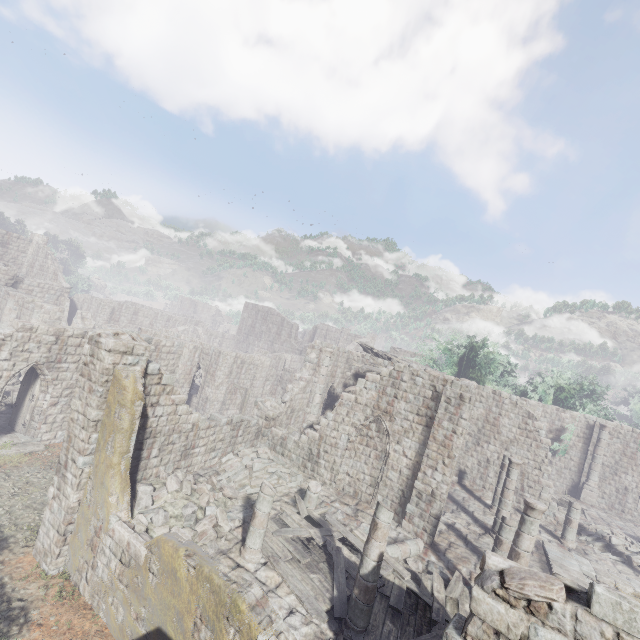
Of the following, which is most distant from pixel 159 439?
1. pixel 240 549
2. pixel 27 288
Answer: pixel 27 288

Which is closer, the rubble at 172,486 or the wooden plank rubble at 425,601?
the wooden plank rubble at 425,601

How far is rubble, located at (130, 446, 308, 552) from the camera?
10.3 meters

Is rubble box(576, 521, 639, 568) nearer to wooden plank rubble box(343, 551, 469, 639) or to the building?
the building

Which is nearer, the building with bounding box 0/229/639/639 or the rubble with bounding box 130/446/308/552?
the building with bounding box 0/229/639/639

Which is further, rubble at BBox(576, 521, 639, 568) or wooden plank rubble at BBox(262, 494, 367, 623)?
rubble at BBox(576, 521, 639, 568)

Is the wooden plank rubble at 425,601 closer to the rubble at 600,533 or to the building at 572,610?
the building at 572,610

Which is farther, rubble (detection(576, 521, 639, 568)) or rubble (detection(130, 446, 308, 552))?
rubble (detection(576, 521, 639, 568))
